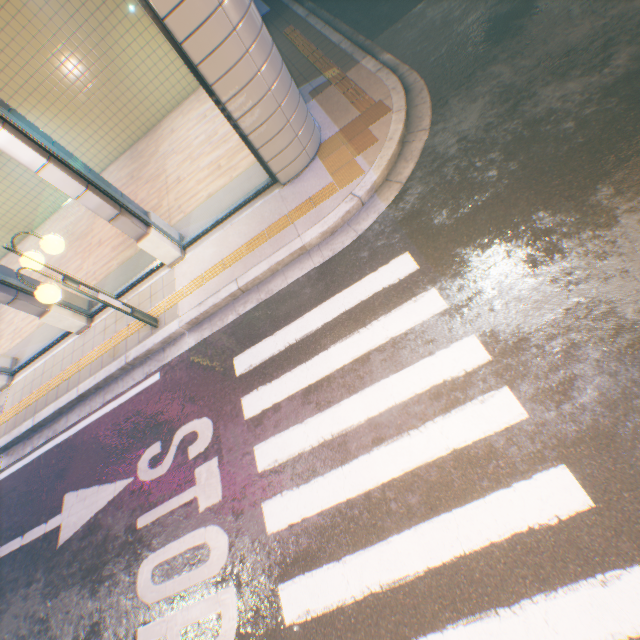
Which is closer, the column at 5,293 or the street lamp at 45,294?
the street lamp at 45,294

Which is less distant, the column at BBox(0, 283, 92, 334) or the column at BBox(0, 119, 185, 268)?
the column at BBox(0, 119, 185, 268)

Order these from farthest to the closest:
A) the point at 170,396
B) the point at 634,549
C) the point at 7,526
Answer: the point at 7,526, the point at 170,396, the point at 634,549

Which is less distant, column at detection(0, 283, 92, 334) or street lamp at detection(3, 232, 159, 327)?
street lamp at detection(3, 232, 159, 327)

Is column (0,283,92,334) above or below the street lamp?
below

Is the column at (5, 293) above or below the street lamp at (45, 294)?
below

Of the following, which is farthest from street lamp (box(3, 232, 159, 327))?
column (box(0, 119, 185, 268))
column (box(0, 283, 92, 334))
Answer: column (box(0, 283, 92, 334))
